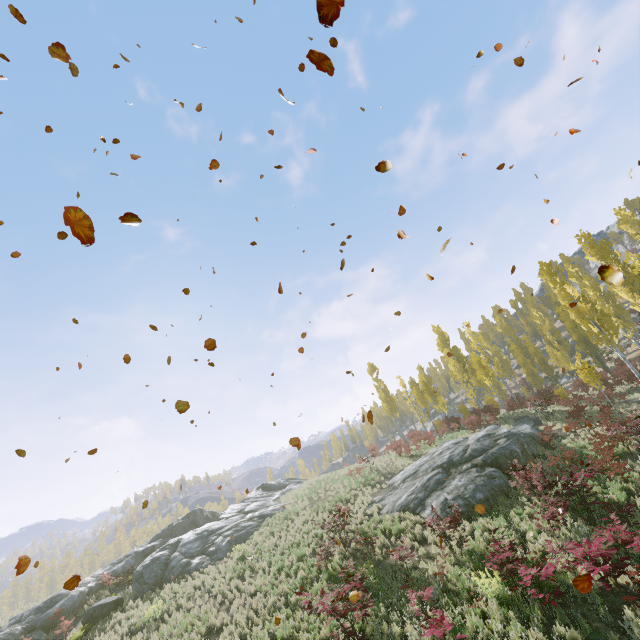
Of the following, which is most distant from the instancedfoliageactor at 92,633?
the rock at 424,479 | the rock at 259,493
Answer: the rock at 259,493

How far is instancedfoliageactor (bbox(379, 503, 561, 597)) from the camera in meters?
8.3 m

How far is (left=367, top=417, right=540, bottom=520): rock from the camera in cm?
1455

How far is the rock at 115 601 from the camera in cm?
1638

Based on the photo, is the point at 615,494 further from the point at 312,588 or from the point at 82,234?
the point at 82,234

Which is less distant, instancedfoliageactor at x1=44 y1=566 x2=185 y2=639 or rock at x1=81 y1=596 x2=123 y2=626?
instancedfoliageactor at x1=44 y1=566 x2=185 y2=639

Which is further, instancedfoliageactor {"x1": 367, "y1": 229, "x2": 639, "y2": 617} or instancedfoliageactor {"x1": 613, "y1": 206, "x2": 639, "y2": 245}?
instancedfoliageactor {"x1": 613, "y1": 206, "x2": 639, "y2": 245}

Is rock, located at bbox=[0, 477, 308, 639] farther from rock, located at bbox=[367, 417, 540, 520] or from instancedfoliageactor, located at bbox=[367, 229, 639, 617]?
instancedfoliageactor, located at bbox=[367, 229, 639, 617]
